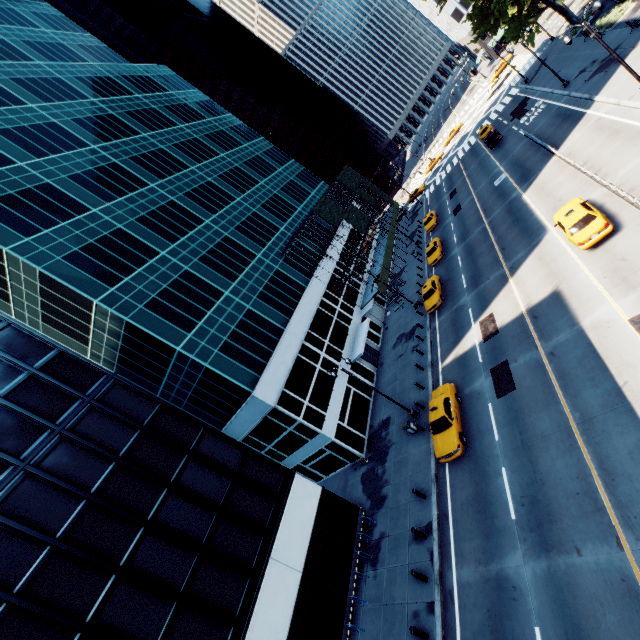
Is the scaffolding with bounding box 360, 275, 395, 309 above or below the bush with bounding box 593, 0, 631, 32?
above

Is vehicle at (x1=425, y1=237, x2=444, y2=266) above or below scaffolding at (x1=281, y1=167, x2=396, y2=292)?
below

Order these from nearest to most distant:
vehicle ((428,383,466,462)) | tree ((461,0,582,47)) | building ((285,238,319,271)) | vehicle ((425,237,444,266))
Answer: vehicle ((428,383,466,462)) → tree ((461,0,582,47)) → vehicle ((425,237,444,266)) → building ((285,238,319,271))

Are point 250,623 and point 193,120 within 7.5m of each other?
no

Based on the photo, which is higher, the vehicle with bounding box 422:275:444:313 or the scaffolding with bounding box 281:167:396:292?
the scaffolding with bounding box 281:167:396:292

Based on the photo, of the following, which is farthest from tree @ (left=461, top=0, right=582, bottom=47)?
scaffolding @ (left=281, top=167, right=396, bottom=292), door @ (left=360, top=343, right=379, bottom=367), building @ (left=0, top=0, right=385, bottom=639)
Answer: door @ (left=360, top=343, right=379, bottom=367)

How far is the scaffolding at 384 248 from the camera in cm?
4028

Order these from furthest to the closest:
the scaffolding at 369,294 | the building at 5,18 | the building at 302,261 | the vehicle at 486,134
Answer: the vehicle at 486,134 → the building at 302,261 → the scaffolding at 369,294 → the building at 5,18
